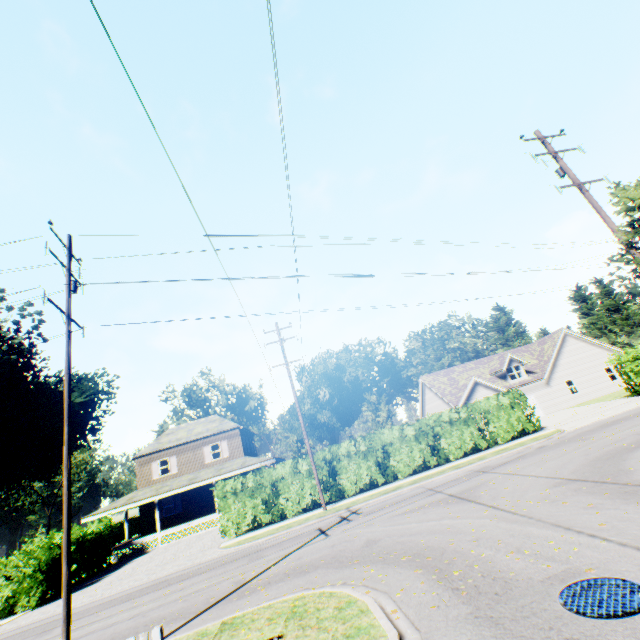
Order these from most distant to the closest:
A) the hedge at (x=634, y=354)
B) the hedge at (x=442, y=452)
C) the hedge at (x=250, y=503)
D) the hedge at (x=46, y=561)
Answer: the hedge at (x=634, y=354) → the hedge at (x=442, y=452) → the hedge at (x=250, y=503) → the hedge at (x=46, y=561)

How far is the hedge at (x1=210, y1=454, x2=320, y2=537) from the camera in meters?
19.2

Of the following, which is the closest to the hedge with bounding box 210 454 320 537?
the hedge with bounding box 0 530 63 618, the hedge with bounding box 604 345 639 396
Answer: the hedge with bounding box 604 345 639 396

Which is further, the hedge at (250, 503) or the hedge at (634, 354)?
the hedge at (634, 354)

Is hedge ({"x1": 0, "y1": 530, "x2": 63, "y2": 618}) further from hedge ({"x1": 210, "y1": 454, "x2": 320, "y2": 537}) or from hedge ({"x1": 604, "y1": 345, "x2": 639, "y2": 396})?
hedge ({"x1": 604, "y1": 345, "x2": 639, "y2": 396})

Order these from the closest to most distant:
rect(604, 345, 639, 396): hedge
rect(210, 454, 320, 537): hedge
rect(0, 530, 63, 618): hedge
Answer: rect(0, 530, 63, 618): hedge → rect(210, 454, 320, 537): hedge → rect(604, 345, 639, 396): hedge

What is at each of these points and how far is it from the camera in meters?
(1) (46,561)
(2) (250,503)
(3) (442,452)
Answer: (1) hedge, 18.3
(2) hedge, 19.4
(3) hedge, 21.0

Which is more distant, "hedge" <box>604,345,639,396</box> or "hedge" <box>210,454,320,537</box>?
"hedge" <box>604,345,639,396</box>
